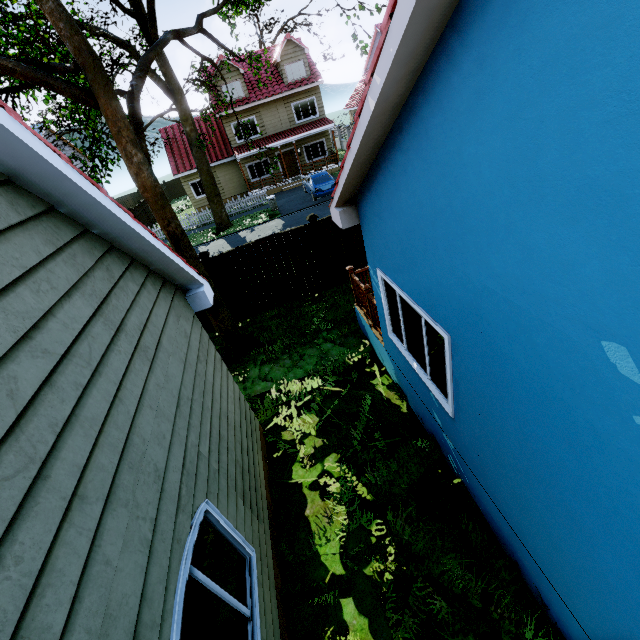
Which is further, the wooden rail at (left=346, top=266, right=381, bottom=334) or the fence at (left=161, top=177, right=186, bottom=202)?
the fence at (left=161, top=177, right=186, bottom=202)

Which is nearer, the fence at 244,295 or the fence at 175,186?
the fence at 244,295

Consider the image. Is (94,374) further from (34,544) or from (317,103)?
(317,103)

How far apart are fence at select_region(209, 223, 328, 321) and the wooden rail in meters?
2.6 m

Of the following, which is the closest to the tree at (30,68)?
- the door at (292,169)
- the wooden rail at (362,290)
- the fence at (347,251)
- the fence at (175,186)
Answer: the fence at (347,251)

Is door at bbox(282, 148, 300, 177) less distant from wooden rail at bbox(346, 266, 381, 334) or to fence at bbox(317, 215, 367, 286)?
fence at bbox(317, 215, 367, 286)

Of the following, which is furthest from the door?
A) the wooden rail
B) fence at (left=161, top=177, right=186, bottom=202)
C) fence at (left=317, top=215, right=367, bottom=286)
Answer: the wooden rail

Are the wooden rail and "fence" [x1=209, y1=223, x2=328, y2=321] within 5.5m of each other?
yes
